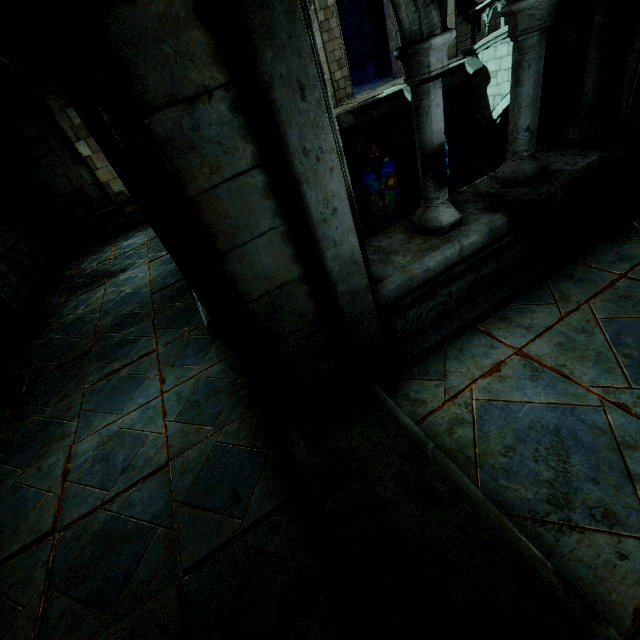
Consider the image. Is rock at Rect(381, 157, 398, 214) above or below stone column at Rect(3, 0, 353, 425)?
below

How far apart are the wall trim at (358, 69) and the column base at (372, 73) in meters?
0.0

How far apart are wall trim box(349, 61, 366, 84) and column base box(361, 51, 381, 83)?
0.01m

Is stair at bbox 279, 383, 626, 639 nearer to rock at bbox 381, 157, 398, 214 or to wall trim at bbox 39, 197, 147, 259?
rock at bbox 381, 157, 398, 214

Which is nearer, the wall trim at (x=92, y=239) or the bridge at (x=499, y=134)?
the wall trim at (x=92, y=239)

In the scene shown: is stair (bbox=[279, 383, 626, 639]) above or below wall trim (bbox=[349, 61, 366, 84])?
below

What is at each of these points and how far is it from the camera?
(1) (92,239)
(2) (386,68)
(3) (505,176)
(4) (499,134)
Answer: (1) wall trim, 10.33m
(2) wall trim, 17.67m
(3) building, 2.85m
(4) bridge, 15.39m
